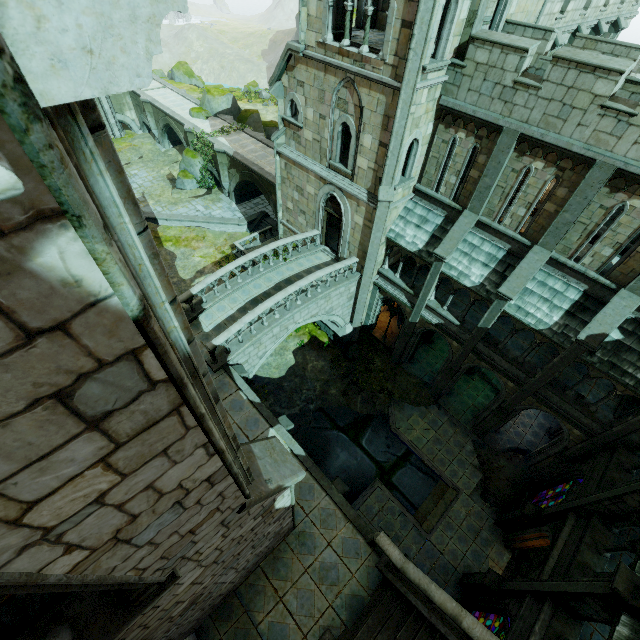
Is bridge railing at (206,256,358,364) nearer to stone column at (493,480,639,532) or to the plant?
the plant

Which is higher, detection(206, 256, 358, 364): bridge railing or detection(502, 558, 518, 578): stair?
detection(206, 256, 358, 364): bridge railing

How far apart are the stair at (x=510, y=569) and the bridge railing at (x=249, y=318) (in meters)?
15.94

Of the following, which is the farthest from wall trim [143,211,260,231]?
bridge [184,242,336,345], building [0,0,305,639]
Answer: bridge [184,242,336,345]

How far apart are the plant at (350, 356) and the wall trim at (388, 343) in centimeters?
81cm

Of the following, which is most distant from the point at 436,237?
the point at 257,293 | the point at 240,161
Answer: the point at 240,161

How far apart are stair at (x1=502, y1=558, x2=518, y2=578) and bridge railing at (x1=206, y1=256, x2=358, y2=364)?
15.9m

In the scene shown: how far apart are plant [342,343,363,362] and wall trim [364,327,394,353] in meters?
0.8
